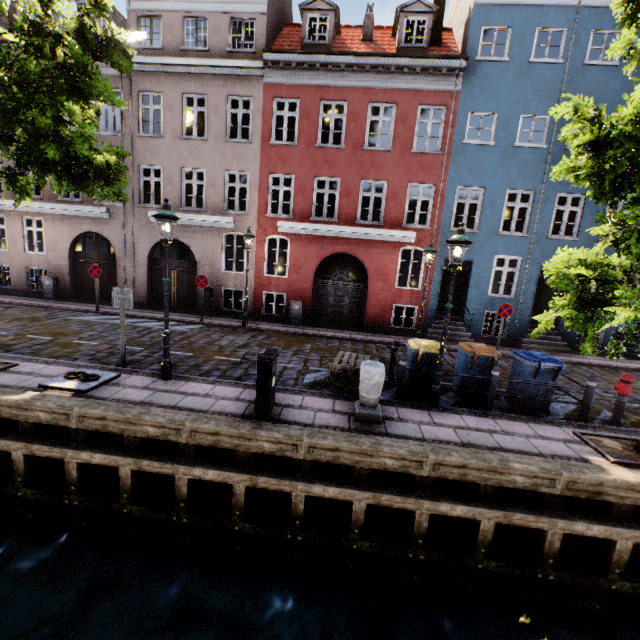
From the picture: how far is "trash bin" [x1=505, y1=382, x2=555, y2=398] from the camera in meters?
7.2

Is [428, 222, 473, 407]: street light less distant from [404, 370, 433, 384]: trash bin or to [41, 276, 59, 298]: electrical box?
[404, 370, 433, 384]: trash bin

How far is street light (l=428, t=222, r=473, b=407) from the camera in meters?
6.3

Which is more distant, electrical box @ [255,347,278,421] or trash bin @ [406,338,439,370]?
trash bin @ [406,338,439,370]

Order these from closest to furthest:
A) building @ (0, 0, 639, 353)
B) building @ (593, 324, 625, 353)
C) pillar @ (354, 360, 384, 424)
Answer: pillar @ (354, 360, 384, 424), building @ (0, 0, 639, 353), building @ (593, 324, 625, 353)

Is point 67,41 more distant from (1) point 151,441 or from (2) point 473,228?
(2) point 473,228

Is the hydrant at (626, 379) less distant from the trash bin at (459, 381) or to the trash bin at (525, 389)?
the trash bin at (525, 389)

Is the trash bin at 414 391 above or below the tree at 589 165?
below
